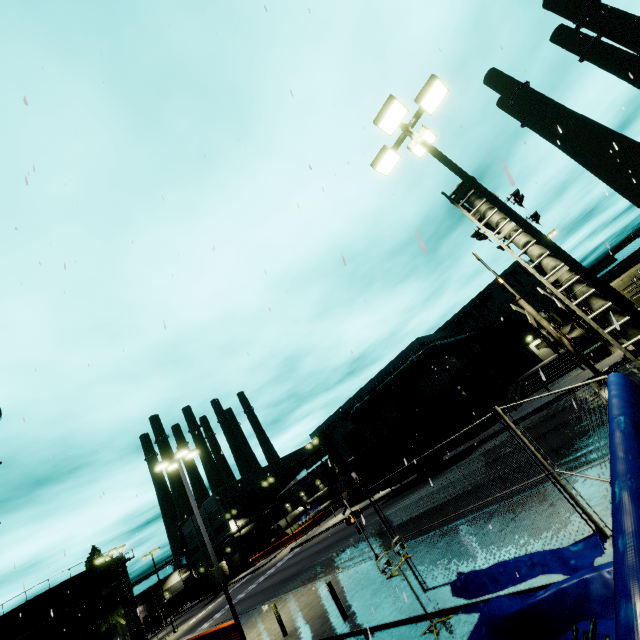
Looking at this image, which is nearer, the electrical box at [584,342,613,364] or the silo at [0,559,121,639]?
the electrical box at [584,342,613,364]

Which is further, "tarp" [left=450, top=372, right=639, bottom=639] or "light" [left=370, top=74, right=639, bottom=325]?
"light" [left=370, top=74, right=639, bottom=325]

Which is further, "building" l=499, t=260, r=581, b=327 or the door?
"building" l=499, t=260, r=581, b=327

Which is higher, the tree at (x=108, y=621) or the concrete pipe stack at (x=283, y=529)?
the tree at (x=108, y=621)

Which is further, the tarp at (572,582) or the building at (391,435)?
the building at (391,435)

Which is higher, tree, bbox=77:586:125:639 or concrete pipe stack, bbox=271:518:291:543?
tree, bbox=77:586:125:639

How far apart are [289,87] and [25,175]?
3.89m

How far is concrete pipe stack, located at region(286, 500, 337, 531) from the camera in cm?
5359
